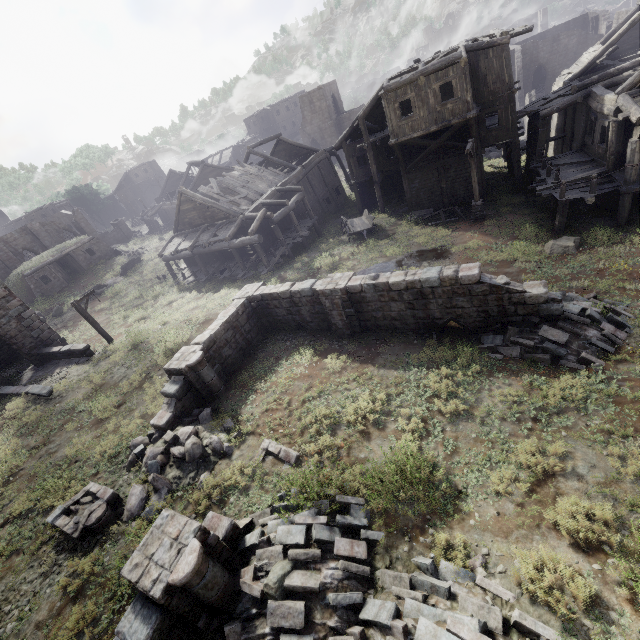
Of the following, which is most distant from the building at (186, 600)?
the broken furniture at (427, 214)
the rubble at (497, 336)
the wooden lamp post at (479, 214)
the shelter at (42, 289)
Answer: the shelter at (42, 289)

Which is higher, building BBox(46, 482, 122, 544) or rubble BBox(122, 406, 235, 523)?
building BBox(46, 482, 122, 544)

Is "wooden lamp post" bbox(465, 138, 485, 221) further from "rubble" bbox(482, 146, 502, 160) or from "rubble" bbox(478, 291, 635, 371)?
"rubble" bbox(482, 146, 502, 160)

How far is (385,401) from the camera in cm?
1024

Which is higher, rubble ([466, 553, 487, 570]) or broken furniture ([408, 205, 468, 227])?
rubble ([466, 553, 487, 570])

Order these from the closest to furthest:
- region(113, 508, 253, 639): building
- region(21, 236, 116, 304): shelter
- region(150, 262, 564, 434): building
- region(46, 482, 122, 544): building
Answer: region(113, 508, 253, 639): building
region(46, 482, 122, 544): building
region(150, 262, 564, 434): building
region(21, 236, 116, 304): shelter

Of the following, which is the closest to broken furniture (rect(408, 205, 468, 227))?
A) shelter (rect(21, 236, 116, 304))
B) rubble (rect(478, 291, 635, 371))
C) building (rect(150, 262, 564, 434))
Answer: rubble (rect(478, 291, 635, 371))

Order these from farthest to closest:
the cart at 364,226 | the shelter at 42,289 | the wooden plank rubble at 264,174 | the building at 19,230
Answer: the shelter at 42,289 → the wooden plank rubble at 264,174 → the cart at 364,226 → the building at 19,230
